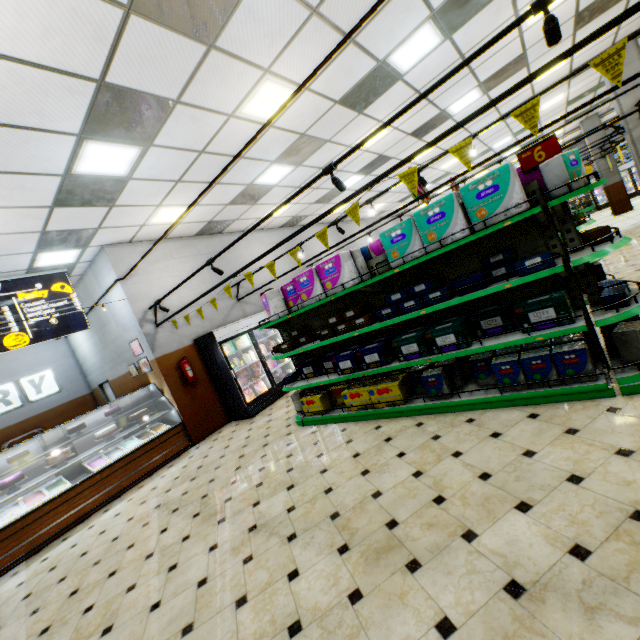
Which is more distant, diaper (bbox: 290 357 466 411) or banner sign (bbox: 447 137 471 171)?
diaper (bbox: 290 357 466 411)

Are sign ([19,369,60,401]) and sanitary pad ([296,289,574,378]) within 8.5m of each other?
no

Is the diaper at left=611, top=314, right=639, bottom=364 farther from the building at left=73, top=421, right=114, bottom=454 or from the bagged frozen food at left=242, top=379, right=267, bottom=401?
the bagged frozen food at left=242, top=379, right=267, bottom=401

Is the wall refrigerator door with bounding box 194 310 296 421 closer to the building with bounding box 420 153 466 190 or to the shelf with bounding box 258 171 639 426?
the building with bounding box 420 153 466 190

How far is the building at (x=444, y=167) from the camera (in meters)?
12.27

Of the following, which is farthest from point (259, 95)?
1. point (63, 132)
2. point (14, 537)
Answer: point (14, 537)

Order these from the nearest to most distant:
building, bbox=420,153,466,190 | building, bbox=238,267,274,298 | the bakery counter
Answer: the bakery counter
building, bbox=238,267,274,298
building, bbox=420,153,466,190

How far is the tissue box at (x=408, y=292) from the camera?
3.4 meters
